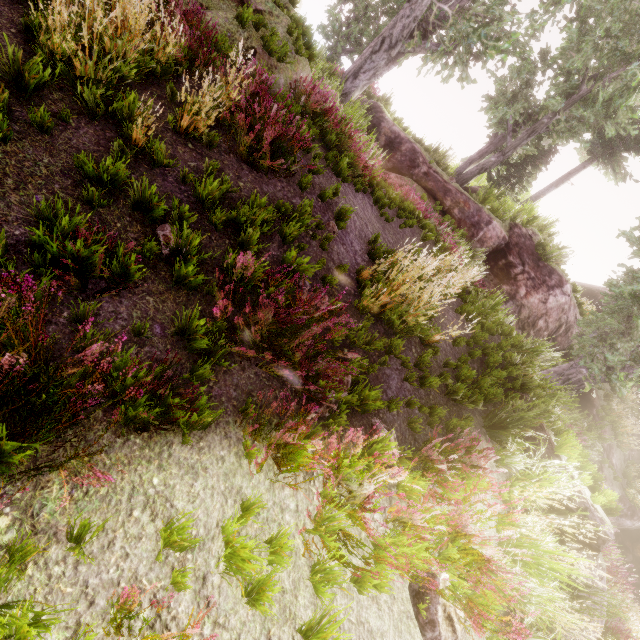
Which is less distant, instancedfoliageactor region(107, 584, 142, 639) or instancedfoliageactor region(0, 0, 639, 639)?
instancedfoliageactor region(107, 584, 142, 639)

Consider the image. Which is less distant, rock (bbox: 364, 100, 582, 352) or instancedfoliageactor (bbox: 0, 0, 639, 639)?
instancedfoliageactor (bbox: 0, 0, 639, 639)

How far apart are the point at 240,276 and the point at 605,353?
13.86m

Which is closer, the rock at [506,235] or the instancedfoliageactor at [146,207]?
the instancedfoliageactor at [146,207]

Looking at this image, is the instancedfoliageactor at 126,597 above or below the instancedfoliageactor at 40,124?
below

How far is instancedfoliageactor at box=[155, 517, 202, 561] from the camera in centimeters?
208cm
